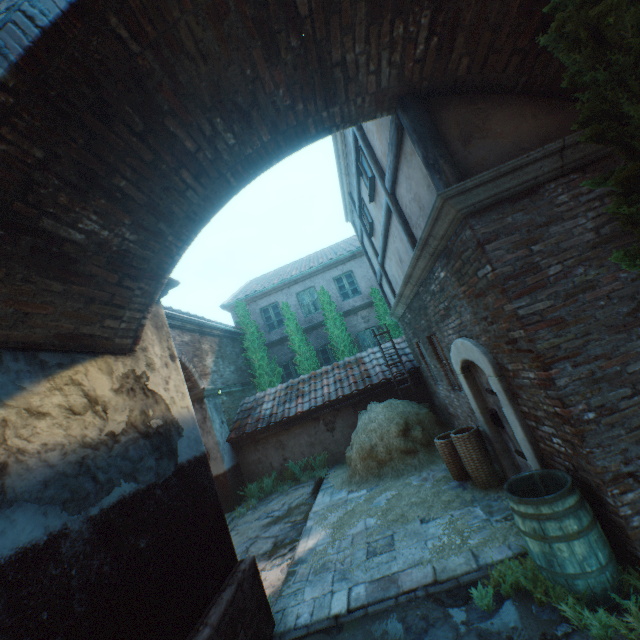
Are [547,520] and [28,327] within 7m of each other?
yes

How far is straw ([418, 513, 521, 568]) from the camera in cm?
401

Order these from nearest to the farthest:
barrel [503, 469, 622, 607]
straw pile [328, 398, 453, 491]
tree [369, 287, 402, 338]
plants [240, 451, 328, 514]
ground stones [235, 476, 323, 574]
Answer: barrel [503, 469, 622, 607]
ground stones [235, 476, 323, 574]
straw pile [328, 398, 453, 491]
plants [240, 451, 328, 514]
tree [369, 287, 402, 338]

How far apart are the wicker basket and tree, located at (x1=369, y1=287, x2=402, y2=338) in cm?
821

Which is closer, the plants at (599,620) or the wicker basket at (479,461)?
the plants at (599,620)

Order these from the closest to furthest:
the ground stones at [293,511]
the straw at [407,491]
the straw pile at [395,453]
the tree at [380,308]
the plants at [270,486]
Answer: the straw at [407,491], the ground stones at [293,511], the straw pile at [395,453], the plants at [270,486], the tree at [380,308]

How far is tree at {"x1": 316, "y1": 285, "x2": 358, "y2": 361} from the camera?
14.3 meters

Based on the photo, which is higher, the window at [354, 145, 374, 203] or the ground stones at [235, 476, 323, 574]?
the window at [354, 145, 374, 203]
